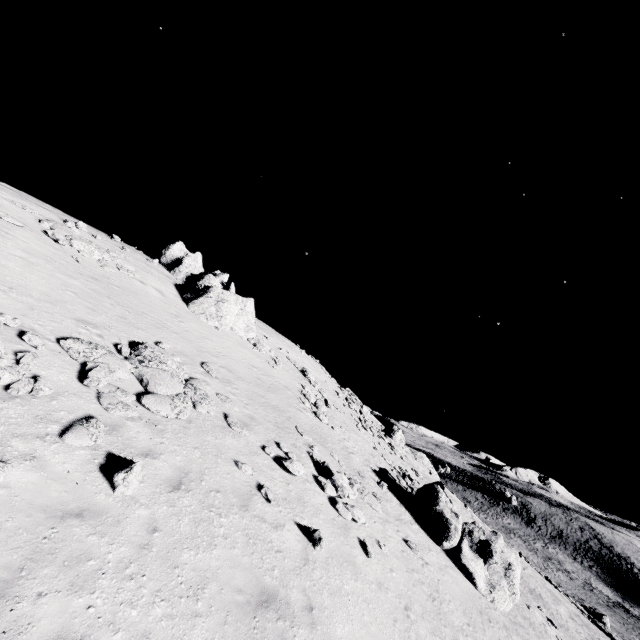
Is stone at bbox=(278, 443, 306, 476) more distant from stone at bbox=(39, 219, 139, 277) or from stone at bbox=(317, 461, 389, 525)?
stone at bbox=(39, 219, 139, 277)

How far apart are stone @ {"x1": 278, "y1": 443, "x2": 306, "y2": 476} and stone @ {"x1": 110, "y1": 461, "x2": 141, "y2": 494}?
5.9m

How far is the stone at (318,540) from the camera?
9.6m

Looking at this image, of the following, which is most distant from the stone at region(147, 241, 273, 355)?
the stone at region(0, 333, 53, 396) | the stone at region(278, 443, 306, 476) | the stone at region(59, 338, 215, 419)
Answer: the stone at region(0, 333, 53, 396)

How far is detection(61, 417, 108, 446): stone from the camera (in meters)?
7.07

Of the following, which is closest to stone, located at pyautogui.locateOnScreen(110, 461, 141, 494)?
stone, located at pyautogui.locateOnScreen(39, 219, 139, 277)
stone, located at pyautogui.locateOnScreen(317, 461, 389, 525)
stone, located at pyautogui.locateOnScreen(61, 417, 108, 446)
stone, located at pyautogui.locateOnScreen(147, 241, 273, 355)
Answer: stone, located at pyautogui.locateOnScreen(61, 417, 108, 446)

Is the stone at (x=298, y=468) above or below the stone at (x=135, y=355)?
below

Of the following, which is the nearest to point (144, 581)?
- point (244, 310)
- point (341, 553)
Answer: point (341, 553)
